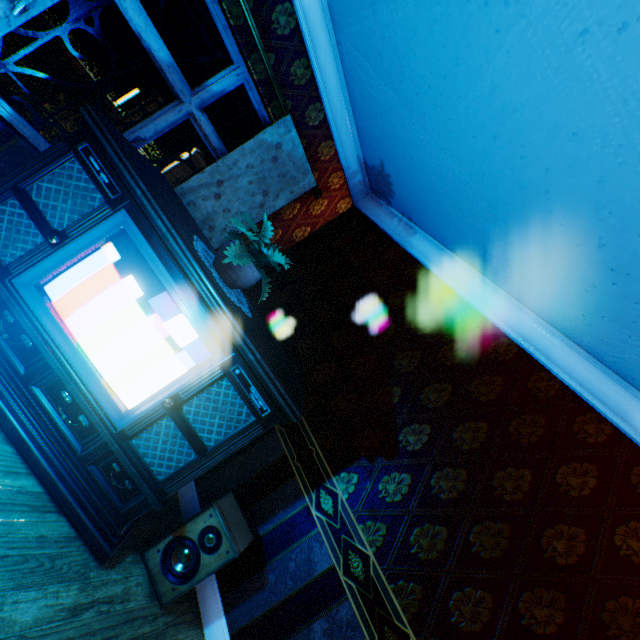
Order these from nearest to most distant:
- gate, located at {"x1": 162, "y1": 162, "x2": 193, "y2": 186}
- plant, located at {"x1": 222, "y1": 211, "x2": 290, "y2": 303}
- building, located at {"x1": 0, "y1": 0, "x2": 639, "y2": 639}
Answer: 1. building, located at {"x1": 0, "y1": 0, "x2": 639, "y2": 639}
2. plant, located at {"x1": 222, "y1": 211, "x2": 290, "y2": 303}
3. gate, located at {"x1": 162, "y1": 162, "x2": 193, "y2": 186}

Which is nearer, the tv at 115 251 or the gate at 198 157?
the tv at 115 251

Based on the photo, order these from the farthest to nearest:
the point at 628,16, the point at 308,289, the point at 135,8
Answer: the point at 308,289, the point at 135,8, the point at 628,16

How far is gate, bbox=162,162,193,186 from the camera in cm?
1524

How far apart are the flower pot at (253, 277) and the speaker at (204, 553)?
1.4m

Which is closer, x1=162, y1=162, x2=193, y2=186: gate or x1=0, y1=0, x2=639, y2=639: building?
x1=0, y1=0, x2=639, y2=639: building

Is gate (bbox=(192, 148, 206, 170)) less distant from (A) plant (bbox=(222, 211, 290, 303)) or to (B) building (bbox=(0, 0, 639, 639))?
(B) building (bbox=(0, 0, 639, 639))

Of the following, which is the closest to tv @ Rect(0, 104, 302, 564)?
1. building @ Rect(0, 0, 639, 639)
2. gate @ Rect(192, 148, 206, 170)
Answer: building @ Rect(0, 0, 639, 639)
